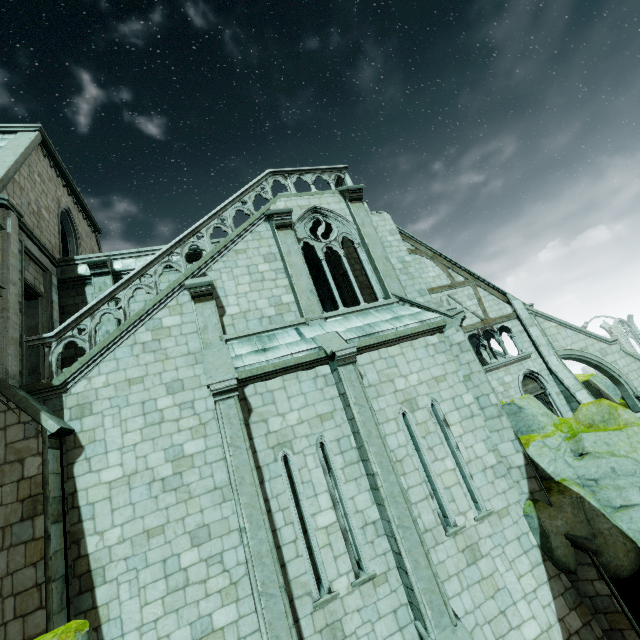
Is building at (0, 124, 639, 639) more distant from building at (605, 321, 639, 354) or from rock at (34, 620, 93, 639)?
building at (605, 321, 639, 354)

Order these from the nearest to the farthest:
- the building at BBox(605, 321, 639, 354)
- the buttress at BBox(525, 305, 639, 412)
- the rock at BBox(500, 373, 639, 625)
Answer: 1. the rock at BBox(500, 373, 639, 625)
2. the buttress at BBox(525, 305, 639, 412)
3. the building at BBox(605, 321, 639, 354)

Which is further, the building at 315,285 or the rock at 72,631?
the building at 315,285

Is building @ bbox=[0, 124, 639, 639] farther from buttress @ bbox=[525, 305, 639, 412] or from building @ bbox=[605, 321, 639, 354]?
building @ bbox=[605, 321, 639, 354]

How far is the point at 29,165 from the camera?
11.92m

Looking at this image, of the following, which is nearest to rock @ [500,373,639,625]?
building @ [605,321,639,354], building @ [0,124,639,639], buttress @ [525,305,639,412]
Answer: building @ [0,124,639,639]

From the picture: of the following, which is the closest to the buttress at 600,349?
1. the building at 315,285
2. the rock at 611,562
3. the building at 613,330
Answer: the building at 315,285

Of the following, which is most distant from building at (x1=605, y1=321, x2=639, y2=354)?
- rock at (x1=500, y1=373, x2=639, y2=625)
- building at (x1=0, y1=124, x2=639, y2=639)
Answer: rock at (x1=500, y1=373, x2=639, y2=625)
